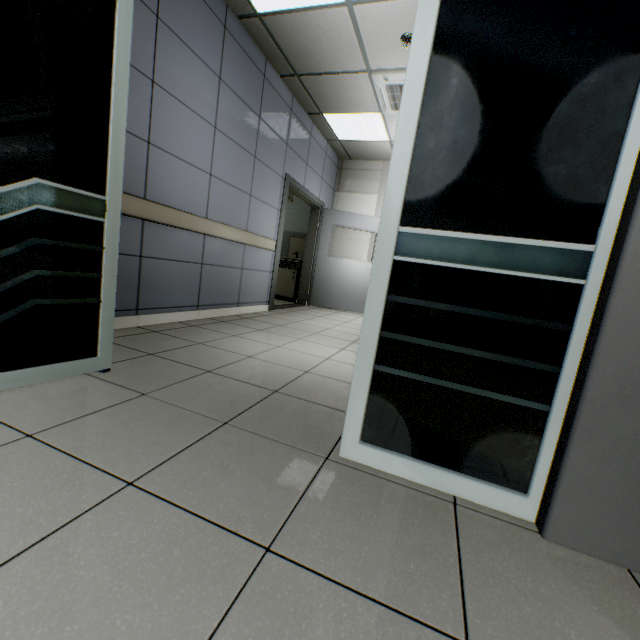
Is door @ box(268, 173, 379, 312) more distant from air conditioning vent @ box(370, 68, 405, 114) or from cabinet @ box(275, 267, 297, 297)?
air conditioning vent @ box(370, 68, 405, 114)

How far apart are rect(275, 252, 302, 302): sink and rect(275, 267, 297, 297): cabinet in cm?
3

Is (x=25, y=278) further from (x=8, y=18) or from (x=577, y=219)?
(x=577, y=219)

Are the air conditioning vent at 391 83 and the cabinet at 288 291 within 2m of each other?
no

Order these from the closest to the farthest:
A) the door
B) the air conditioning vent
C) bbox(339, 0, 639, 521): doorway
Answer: bbox(339, 0, 639, 521): doorway, the air conditioning vent, the door

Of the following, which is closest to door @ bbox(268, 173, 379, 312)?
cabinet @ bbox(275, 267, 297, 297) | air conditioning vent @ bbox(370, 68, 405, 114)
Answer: cabinet @ bbox(275, 267, 297, 297)

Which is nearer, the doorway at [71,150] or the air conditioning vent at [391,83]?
the doorway at [71,150]

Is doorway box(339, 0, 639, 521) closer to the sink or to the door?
the door
